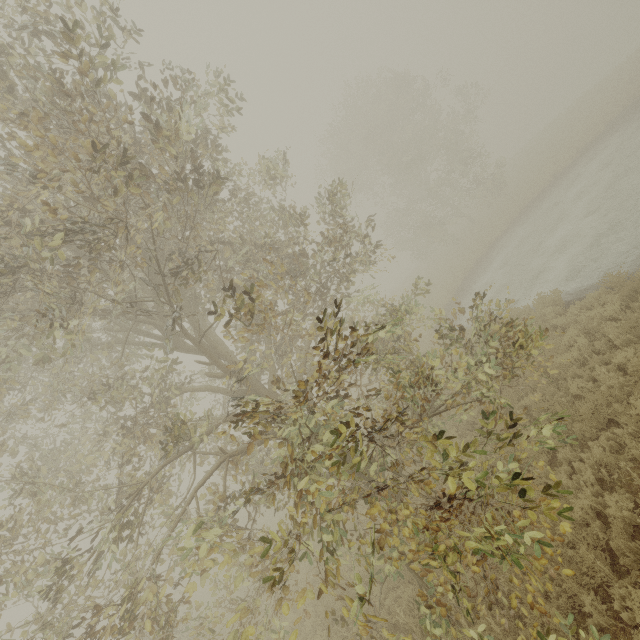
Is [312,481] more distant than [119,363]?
No
